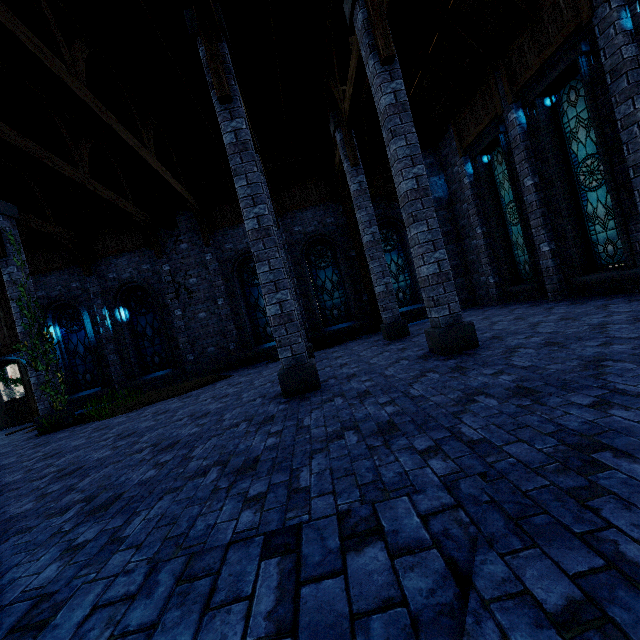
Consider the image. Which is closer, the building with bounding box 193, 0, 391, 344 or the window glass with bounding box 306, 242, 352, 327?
the building with bounding box 193, 0, 391, 344

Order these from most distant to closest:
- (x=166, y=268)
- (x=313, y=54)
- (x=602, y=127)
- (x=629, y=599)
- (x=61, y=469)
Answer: (x=166, y=268), (x=313, y=54), (x=602, y=127), (x=61, y=469), (x=629, y=599)

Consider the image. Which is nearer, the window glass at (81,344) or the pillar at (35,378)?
the pillar at (35,378)

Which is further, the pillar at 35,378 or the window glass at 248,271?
the window glass at 248,271

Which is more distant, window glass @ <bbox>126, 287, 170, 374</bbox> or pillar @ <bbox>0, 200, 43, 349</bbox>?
window glass @ <bbox>126, 287, 170, 374</bbox>

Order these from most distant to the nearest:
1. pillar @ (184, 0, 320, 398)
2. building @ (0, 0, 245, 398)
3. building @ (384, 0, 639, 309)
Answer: building @ (0, 0, 245, 398)
building @ (384, 0, 639, 309)
pillar @ (184, 0, 320, 398)

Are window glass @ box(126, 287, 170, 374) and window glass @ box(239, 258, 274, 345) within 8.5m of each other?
yes

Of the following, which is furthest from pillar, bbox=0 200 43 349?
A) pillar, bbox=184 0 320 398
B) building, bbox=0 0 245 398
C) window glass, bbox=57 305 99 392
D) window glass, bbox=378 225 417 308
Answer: window glass, bbox=378 225 417 308
